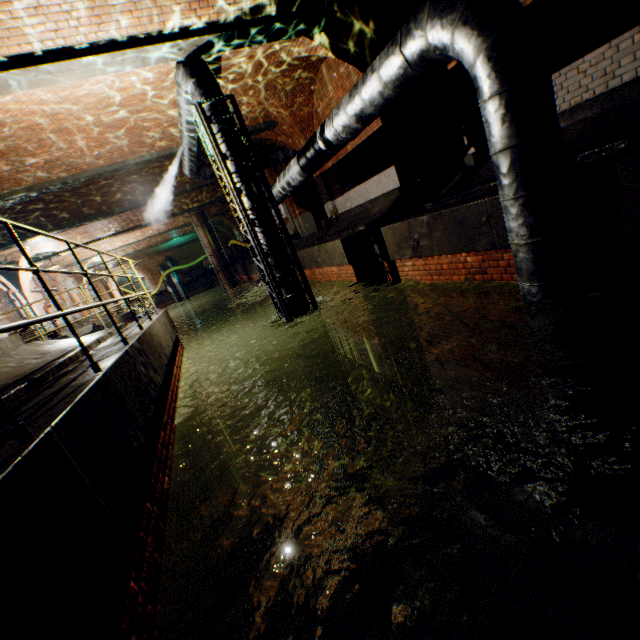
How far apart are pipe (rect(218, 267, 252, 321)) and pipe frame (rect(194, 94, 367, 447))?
16.61m

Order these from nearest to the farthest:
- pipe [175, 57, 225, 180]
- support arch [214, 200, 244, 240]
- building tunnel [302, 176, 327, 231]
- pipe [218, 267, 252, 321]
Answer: pipe [175, 57, 225, 180]
building tunnel [302, 176, 327, 231]
pipe [218, 267, 252, 321]
support arch [214, 200, 244, 240]

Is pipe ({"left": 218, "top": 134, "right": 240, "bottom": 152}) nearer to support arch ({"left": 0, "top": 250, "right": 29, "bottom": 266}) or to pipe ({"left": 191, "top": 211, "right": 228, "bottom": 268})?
support arch ({"left": 0, "top": 250, "right": 29, "bottom": 266})

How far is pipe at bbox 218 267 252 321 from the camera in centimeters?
2327cm

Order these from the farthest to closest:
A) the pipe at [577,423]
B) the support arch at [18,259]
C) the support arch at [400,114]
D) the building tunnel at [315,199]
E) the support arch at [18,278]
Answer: the building tunnel at [315,199]
the support arch at [18,278]
the support arch at [18,259]
the support arch at [400,114]
the pipe at [577,423]

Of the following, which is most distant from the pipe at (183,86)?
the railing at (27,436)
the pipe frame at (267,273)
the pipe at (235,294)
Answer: the pipe at (235,294)

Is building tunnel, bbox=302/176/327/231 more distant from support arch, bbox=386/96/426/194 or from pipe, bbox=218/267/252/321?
pipe, bbox=218/267/252/321

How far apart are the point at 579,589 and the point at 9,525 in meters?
5.9
